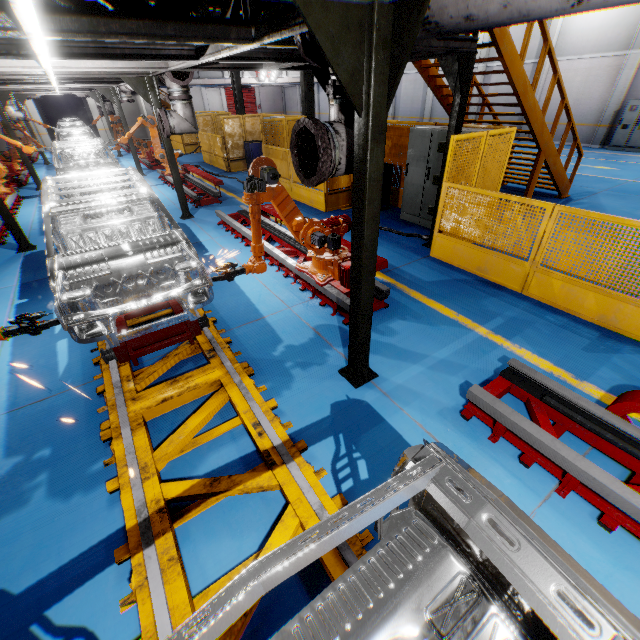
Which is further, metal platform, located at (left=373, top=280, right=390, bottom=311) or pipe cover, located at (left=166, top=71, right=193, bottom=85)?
pipe cover, located at (left=166, top=71, right=193, bottom=85)

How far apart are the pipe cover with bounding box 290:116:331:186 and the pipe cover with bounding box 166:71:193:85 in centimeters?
558cm

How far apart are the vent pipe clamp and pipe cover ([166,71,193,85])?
5.6m

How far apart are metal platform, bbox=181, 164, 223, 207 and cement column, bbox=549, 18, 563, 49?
19.82m

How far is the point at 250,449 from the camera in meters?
3.3 m

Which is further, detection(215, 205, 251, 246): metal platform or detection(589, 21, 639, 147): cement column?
detection(589, 21, 639, 147): cement column

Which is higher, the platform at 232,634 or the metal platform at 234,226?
the metal platform at 234,226

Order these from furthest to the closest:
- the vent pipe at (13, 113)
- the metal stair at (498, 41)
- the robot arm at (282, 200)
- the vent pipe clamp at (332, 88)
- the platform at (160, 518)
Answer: the vent pipe at (13, 113), the metal stair at (498, 41), the robot arm at (282, 200), the vent pipe clamp at (332, 88), the platform at (160, 518)
